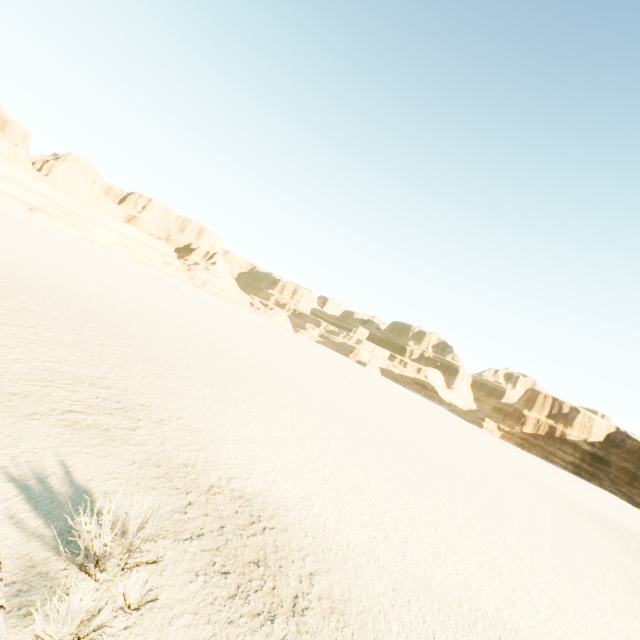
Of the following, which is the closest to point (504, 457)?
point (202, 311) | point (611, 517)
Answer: point (611, 517)
